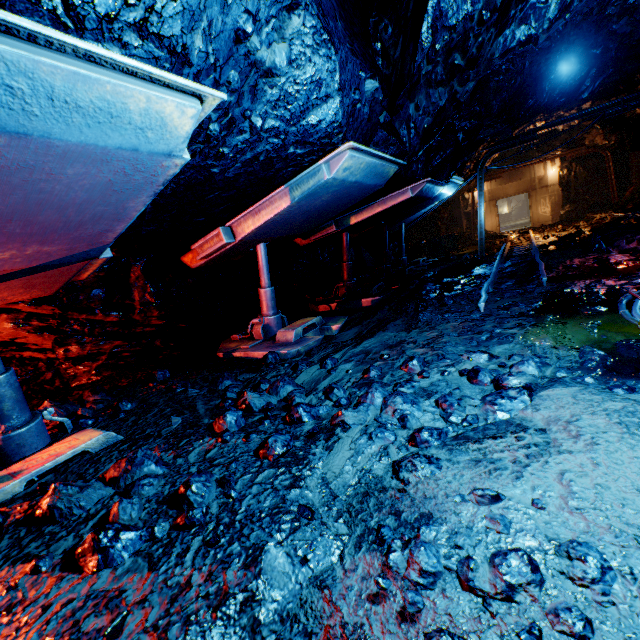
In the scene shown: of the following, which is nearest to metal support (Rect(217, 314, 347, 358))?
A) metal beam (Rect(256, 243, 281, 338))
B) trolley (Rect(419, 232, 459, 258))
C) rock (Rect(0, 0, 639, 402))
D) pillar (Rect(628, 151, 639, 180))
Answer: metal beam (Rect(256, 243, 281, 338))

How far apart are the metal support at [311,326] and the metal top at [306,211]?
1.0 meters

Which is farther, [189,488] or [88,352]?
[88,352]

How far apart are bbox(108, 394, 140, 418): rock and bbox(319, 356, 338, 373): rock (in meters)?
1.89

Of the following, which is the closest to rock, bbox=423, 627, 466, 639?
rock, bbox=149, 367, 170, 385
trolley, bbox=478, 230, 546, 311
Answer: trolley, bbox=478, 230, 546, 311

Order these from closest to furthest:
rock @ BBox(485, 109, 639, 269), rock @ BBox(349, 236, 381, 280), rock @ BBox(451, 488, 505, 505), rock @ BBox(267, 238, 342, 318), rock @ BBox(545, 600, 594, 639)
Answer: rock @ BBox(545, 600, 594, 639) → rock @ BBox(451, 488, 505, 505) → rock @ BBox(485, 109, 639, 269) → rock @ BBox(267, 238, 342, 318) → rock @ BBox(349, 236, 381, 280)

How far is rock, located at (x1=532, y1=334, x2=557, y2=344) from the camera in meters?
3.2 m

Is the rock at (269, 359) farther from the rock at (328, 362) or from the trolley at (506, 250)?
the trolley at (506, 250)
